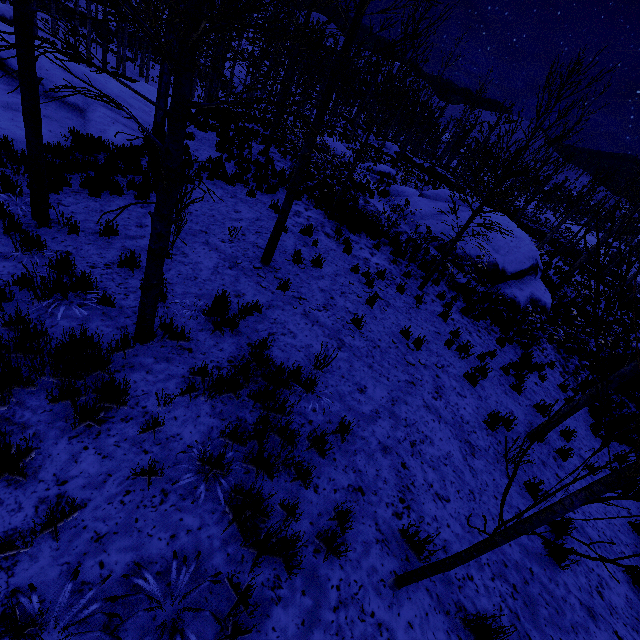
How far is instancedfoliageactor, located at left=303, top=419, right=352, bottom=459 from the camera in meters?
3.9 m

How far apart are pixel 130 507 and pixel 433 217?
16.9m

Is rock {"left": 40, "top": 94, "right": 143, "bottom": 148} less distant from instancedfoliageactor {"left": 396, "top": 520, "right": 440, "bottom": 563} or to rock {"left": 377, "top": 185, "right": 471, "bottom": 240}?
rock {"left": 377, "top": 185, "right": 471, "bottom": 240}

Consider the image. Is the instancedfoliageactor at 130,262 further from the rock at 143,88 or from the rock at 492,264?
the rock at 143,88

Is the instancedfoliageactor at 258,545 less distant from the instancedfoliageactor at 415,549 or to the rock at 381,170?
the instancedfoliageactor at 415,549

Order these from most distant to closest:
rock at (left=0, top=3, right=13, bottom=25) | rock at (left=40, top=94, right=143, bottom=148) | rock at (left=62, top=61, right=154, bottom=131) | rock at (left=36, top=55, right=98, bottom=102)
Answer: rock at (left=0, top=3, right=13, bottom=25)
rock at (left=62, top=61, right=154, bottom=131)
rock at (left=36, top=55, right=98, bottom=102)
rock at (left=40, top=94, right=143, bottom=148)

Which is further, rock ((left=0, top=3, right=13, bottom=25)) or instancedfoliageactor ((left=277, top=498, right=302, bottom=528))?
rock ((left=0, top=3, right=13, bottom=25))

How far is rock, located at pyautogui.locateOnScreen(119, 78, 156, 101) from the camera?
19.81m
